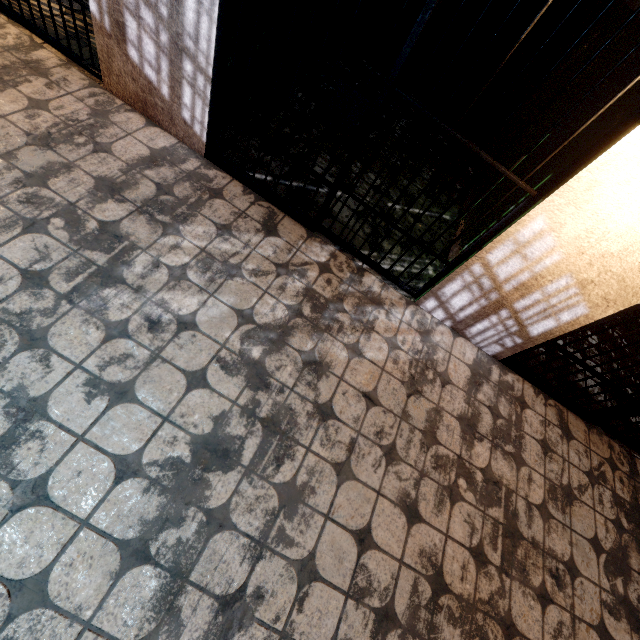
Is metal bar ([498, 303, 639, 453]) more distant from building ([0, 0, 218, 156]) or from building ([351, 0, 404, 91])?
building ([351, 0, 404, 91])

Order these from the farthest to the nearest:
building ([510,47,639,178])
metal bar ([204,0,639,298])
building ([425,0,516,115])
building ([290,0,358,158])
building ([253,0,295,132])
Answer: building ([425,0,516,115]) → building ([290,0,358,158]) → building ([253,0,295,132]) → building ([510,47,639,178]) → metal bar ([204,0,639,298])

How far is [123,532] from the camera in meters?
1.4

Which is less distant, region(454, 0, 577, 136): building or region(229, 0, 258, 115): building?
region(229, 0, 258, 115): building

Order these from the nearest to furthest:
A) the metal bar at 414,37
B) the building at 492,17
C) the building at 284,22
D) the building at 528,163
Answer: the metal bar at 414,37 → the building at 528,163 → the building at 284,22 → the building at 492,17

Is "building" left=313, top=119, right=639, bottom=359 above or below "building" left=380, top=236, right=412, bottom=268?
above

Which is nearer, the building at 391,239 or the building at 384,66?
the building at 391,239
